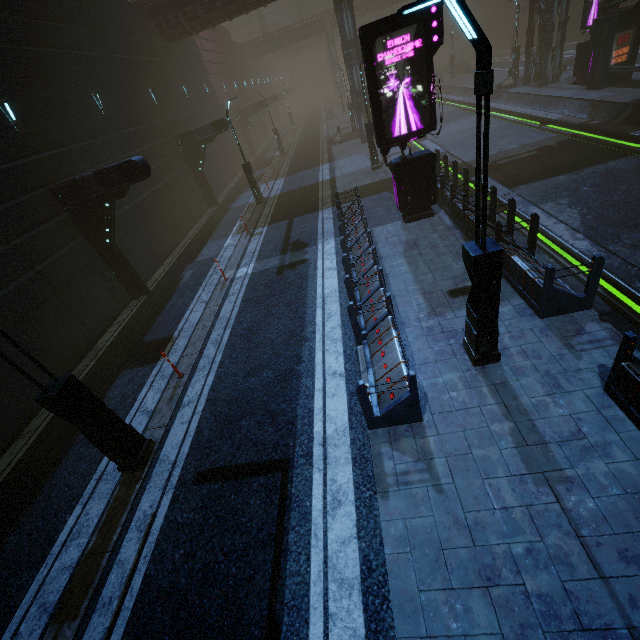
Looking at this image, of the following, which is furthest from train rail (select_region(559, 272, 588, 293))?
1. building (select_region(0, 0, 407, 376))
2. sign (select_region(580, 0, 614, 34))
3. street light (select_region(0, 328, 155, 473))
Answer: street light (select_region(0, 328, 155, 473))

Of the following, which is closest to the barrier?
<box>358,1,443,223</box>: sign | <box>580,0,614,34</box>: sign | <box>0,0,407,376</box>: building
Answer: <box>0,0,407,376</box>: building

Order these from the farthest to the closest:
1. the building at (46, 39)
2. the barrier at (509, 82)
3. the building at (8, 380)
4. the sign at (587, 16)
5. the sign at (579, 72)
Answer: the barrier at (509, 82), the sign at (579, 72), the sign at (587, 16), the building at (46, 39), the building at (8, 380)

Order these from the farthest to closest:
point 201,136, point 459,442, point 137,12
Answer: point 201,136, point 137,12, point 459,442

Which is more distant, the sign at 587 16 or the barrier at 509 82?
the barrier at 509 82

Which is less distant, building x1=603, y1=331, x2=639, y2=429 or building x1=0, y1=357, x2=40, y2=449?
building x1=603, y1=331, x2=639, y2=429

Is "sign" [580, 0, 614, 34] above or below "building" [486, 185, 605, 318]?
above
